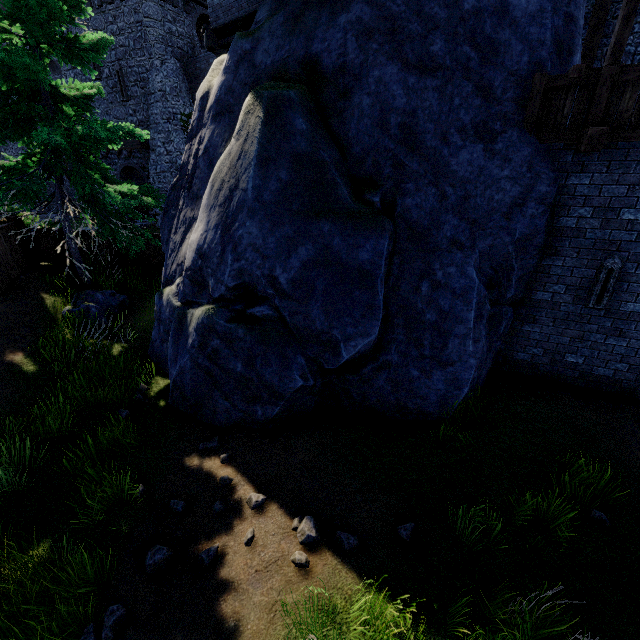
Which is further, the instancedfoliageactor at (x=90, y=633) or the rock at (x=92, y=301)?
the rock at (x=92, y=301)

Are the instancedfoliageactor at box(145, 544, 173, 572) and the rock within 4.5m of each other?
no

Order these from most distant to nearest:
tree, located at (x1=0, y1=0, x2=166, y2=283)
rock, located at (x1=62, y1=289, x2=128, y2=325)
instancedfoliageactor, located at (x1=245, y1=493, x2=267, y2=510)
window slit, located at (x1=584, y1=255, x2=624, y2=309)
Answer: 1. rock, located at (x1=62, y1=289, x2=128, y2=325)
2. tree, located at (x1=0, y1=0, x2=166, y2=283)
3. window slit, located at (x1=584, y1=255, x2=624, y2=309)
4. instancedfoliageactor, located at (x1=245, y1=493, x2=267, y2=510)

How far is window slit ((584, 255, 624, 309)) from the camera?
5.99m

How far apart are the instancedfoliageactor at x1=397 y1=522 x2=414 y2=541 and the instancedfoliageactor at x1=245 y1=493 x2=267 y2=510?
1.9m

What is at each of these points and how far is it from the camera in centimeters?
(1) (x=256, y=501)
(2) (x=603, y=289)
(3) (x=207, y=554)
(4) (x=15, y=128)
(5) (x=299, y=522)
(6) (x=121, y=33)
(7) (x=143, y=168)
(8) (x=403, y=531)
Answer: (1) instancedfoliageactor, 461cm
(2) window slit, 623cm
(3) instancedfoliageactor, 407cm
(4) tree, 832cm
(5) instancedfoliageactor, 436cm
(6) building, 2027cm
(7) building, 2386cm
(8) instancedfoliageactor, 423cm

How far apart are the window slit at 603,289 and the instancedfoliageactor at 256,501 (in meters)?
6.99

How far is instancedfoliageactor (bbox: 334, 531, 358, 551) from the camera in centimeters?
409cm
